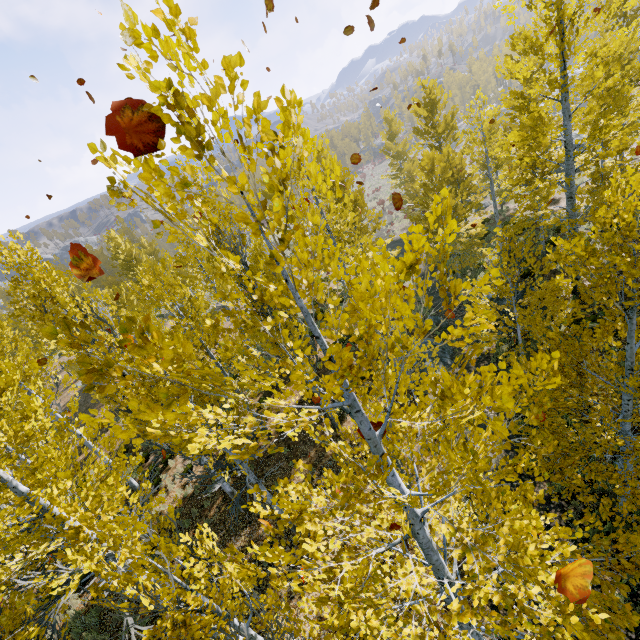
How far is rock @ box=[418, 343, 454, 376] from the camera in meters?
13.3 m

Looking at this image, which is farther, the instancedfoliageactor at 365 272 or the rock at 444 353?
the rock at 444 353

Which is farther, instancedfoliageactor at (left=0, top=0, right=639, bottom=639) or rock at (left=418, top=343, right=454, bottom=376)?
rock at (left=418, top=343, right=454, bottom=376)

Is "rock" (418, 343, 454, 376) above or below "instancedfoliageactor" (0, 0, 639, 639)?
below

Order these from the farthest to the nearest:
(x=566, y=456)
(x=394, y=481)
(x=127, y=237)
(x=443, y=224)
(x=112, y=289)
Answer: (x=127, y=237)
(x=112, y=289)
(x=443, y=224)
(x=566, y=456)
(x=394, y=481)

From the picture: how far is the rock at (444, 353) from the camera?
13.3 meters
